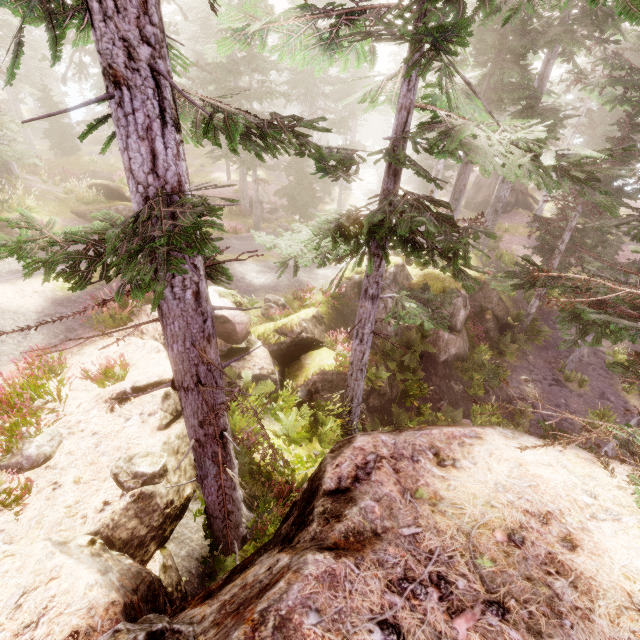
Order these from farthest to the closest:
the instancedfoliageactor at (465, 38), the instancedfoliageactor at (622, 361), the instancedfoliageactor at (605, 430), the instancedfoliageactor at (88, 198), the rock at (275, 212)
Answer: the rock at (275, 212) → the instancedfoliageactor at (88, 198) → the instancedfoliageactor at (622, 361) → the instancedfoliageactor at (605, 430) → the instancedfoliageactor at (465, 38)

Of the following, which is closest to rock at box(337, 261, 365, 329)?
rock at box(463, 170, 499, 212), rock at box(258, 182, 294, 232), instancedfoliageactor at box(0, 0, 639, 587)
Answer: instancedfoliageactor at box(0, 0, 639, 587)

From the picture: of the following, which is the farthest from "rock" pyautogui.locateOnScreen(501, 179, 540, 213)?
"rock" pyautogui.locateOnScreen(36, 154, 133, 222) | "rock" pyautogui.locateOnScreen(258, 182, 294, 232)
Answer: "rock" pyautogui.locateOnScreen(258, 182, 294, 232)

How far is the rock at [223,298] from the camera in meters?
10.2 m

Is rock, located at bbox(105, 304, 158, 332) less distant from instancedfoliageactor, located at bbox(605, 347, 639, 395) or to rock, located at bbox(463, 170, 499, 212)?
instancedfoliageactor, located at bbox(605, 347, 639, 395)

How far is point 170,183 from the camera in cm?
294

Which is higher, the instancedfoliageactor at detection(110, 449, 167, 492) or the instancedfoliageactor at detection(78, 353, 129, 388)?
the instancedfoliageactor at detection(78, 353, 129, 388)
